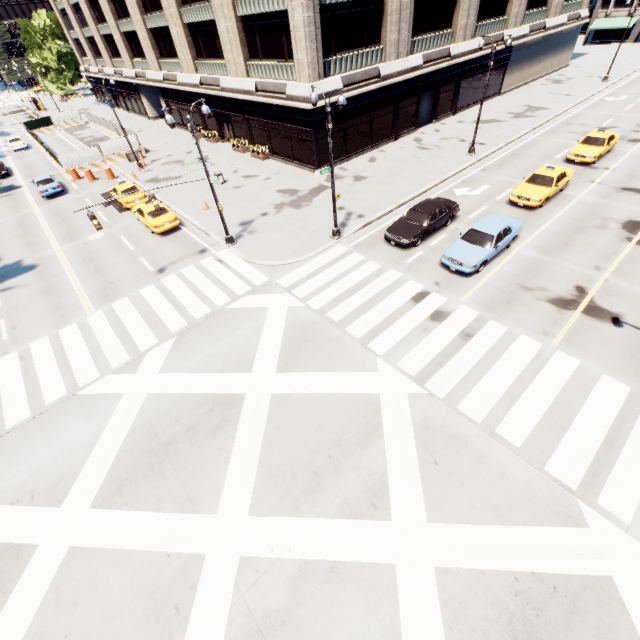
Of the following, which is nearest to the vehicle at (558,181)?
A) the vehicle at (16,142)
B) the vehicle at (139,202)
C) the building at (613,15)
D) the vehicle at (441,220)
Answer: the vehicle at (441,220)

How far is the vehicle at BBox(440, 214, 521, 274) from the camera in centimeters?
1545cm

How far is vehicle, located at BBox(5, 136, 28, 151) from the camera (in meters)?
42.86

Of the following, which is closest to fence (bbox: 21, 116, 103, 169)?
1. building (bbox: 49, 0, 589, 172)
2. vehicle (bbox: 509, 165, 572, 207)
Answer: building (bbox: 49, 0, 589, 172)

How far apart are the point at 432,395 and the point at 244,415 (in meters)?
6.76

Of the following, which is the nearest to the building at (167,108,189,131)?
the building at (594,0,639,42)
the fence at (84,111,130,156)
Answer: the fence at (84,111,130,156)

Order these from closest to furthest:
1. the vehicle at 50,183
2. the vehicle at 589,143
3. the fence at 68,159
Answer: the vehicle at 589,143 → the vehicle at 50,183 → the fence at 68,159

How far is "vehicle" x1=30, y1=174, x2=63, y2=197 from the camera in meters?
28.7 m
